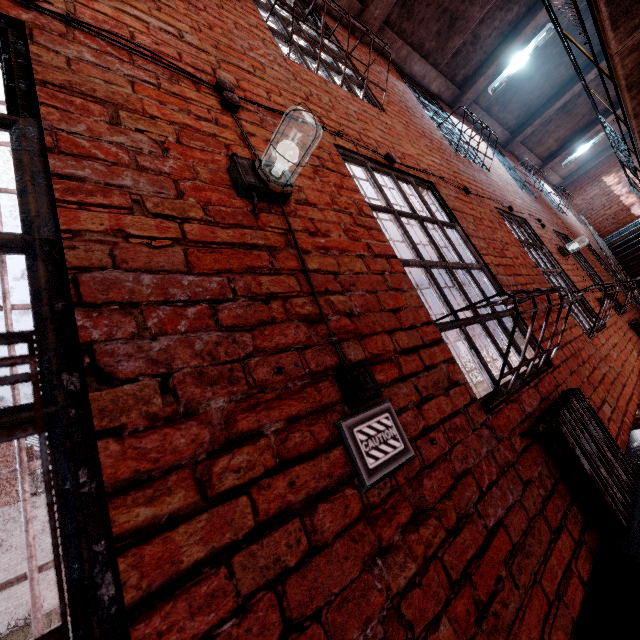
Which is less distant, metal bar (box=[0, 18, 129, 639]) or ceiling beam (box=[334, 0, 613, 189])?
metal bar (box=[0, 18, 129, 639])

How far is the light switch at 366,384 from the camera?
1.1 meters

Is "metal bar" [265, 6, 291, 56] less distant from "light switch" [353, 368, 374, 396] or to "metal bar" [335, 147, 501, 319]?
"metal bar" [335, 147, 501, 319]

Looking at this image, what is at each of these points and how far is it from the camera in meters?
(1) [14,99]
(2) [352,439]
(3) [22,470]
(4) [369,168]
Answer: (1) metal bar, 1.0 m
(2) sign, 1.1 m
(3) metal bar, 0.7 m
(4) metal bar, 2.5 m

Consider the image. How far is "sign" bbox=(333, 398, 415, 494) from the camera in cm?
104

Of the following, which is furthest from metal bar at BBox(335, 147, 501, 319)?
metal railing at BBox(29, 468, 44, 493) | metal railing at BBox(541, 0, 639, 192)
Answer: metal railing at BBox(29, 468, 44, 493)

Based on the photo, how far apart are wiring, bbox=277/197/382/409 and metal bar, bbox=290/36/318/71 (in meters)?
1.92

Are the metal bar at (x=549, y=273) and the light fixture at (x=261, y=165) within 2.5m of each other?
no
